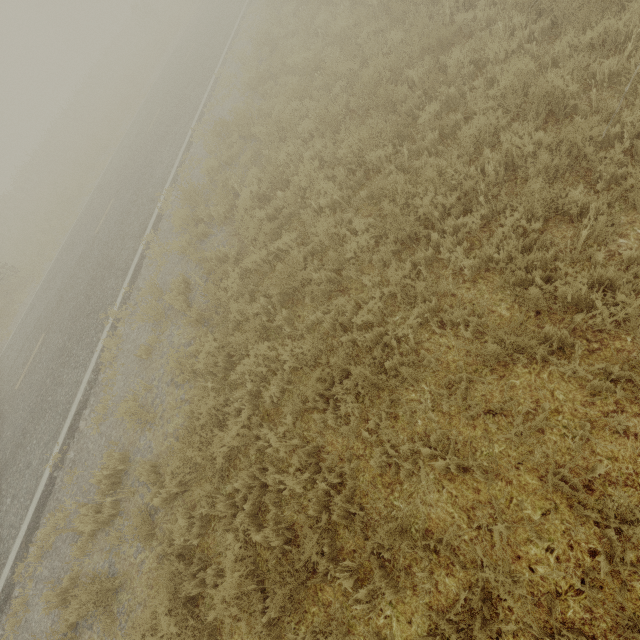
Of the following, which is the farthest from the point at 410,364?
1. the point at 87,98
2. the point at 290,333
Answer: the point at 87,98
